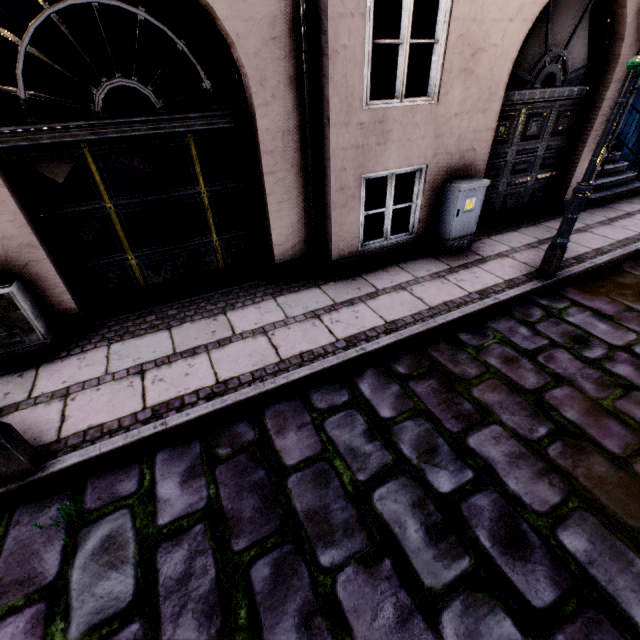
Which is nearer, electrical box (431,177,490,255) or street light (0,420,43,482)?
street light (0,420,43,482)

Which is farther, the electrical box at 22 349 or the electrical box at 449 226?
the electrical box at 449 226

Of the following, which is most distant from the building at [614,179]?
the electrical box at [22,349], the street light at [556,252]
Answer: the street light at [556,252]

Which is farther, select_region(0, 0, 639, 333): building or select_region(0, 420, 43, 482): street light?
select_region(0, 0, 639, 333): building

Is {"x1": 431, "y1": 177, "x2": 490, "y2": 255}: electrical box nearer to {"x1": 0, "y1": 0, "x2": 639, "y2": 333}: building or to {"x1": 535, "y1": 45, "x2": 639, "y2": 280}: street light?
{"x1": 0, "y1": 0, "x2": 639, "y2": 333}: building

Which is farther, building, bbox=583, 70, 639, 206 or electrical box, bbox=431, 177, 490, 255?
building, bbox=583, 70, 639, 206

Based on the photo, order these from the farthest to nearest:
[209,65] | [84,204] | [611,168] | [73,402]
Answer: [209,65]
[611,168]
[84,204]
[73,402]
